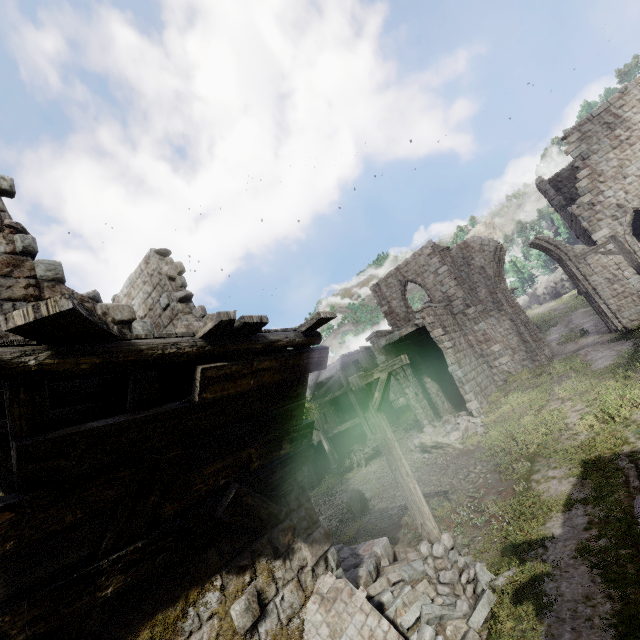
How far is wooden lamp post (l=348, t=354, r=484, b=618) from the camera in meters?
5.9 m

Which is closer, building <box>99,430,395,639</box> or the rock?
building <box>99,430,395,639</box>

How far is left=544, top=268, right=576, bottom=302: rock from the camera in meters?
49.0

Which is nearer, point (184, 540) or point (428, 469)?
point (184, 540)

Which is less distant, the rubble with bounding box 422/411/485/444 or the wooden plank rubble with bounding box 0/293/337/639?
the wooden plank rubble with bounding box 0/293/337/639

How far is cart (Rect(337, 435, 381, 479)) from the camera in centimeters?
2092cm

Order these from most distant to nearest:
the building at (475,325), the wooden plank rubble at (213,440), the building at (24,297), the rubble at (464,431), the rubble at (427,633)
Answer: the building at (475,325) → the rubble at (464,431) → the rubble at (427,633) → the building at (24,297) → the wooden plank rubble at (213,440)

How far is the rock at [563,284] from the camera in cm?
4901
